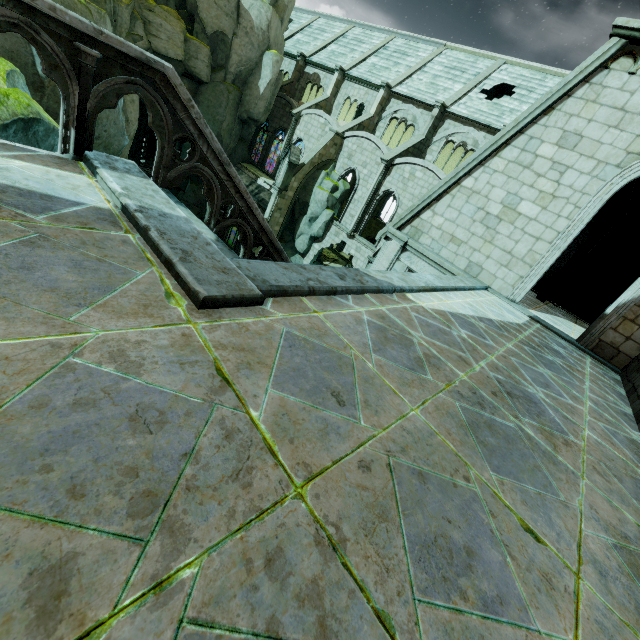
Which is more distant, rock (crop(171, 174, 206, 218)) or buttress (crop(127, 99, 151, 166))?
buttress (crop(127, 99, 151, 166))

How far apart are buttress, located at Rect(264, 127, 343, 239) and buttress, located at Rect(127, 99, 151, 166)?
23.2m

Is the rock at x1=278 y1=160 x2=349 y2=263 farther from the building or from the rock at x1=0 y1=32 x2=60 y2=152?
the rock at x1=0 y1=32 x2=60 y2=152

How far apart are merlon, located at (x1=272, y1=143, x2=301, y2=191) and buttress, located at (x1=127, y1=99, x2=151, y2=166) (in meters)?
23.13

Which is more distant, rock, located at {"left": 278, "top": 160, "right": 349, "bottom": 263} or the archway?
rock, located at {"left": 278, "top": 160, "right": 349, "bottom": 263}

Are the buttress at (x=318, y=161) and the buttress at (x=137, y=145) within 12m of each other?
no

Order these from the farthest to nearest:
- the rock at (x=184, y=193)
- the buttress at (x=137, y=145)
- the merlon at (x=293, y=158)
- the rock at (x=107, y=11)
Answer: the buttress at (x=137, y=145) → the rock at (x=184, y=193) → the merlon at (x=293, y=158) → the rock at (x=107, y=11)

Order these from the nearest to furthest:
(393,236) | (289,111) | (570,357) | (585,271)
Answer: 1. (570,357)
2. (393,236)
3. (585,271)
4. (289,111)
